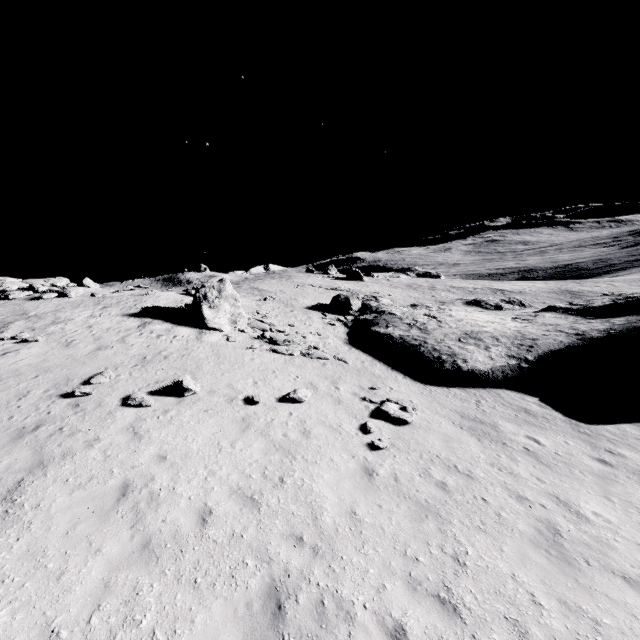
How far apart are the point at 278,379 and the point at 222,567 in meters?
8.8

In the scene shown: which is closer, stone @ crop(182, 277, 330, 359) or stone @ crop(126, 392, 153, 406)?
stone @ crop(126, 392, 153, 406)

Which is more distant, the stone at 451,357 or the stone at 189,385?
the stone at 451,357

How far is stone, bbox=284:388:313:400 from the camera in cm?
1244

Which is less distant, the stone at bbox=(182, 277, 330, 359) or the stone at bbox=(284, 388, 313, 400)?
the stone at bbox=(284, 388, 313, 400)

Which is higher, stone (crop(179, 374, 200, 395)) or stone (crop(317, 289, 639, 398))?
Answer: stone (crop(179, 374, 200, 395))

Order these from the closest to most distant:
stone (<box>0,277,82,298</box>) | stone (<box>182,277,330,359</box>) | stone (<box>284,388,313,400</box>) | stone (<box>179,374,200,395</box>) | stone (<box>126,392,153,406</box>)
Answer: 1. stone (<box>126,392,153,406</box>)
2. stone (<box>179,374,200,395</box>)
3. stone (<box>284,388,313,400</box>)
4. stone (<box>182,277,330,359</box>)
5. stone (<box>0,277,82,298</box>)

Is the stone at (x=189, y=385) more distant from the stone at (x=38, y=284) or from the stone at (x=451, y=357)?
the stone at (x=38, y=284)
